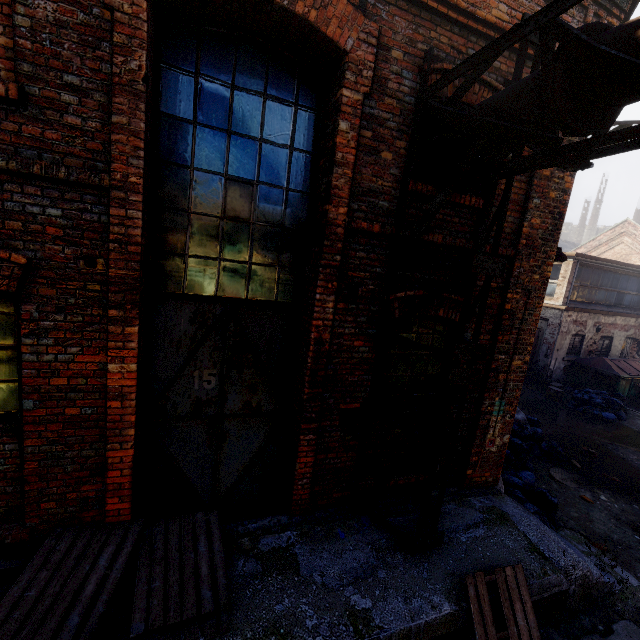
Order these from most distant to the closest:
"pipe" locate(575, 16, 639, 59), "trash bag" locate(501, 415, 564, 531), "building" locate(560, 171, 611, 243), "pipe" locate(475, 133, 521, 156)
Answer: "building" locate(560, 171, 611, 243) < "trash bag" locate(501, 415, 564, 531) < "pipe" locate(475, 133, 521, 156) < "pipe" locate(575, 16, 639, 59)

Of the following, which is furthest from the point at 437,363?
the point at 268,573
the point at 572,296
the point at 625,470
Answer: the point at 572,296

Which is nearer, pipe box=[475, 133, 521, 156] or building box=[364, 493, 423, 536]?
pipe box=[475, 133, 521, 156]

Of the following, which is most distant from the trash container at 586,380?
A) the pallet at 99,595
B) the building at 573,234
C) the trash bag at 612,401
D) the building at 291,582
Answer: the building at 573,234

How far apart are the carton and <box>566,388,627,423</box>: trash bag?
0.3 meters

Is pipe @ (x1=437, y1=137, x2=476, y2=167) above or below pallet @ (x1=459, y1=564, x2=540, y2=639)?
above

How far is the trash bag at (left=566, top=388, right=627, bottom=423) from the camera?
11.9m

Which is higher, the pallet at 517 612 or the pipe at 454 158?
the pipe at 454 158
